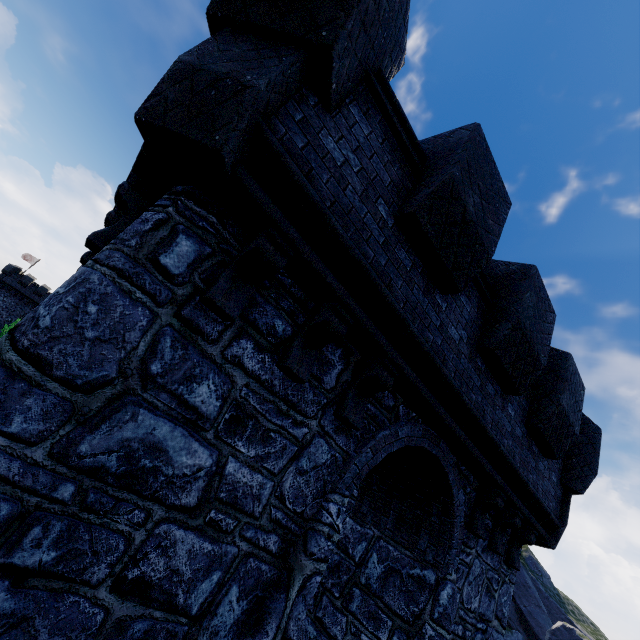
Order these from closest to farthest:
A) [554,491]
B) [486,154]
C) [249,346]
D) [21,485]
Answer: [21,485], [249,346], [486,154], [554,491]
